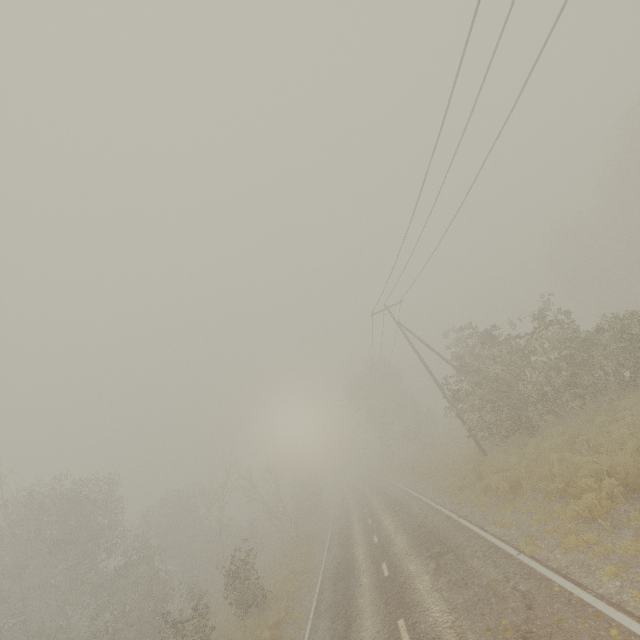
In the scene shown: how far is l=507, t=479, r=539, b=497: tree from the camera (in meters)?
12.02

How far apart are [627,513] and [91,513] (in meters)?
28.84

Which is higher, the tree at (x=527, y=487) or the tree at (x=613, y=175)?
the tree at (x=613, y=175)

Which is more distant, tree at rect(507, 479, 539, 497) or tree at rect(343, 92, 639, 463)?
tree at rect(343, 92, 639, 463)

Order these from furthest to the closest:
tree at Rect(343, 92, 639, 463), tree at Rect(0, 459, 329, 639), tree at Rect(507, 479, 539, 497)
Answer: tree at Rect(0, 459, 329, 639), tree at Rect(343, 92, 639, 463), tree at Rect(507, 479, 539, 497)

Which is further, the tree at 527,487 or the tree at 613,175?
the tree at 613,175
